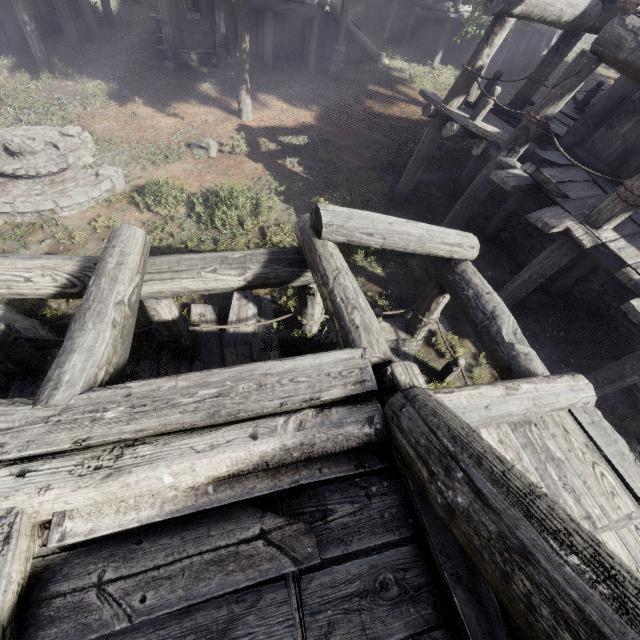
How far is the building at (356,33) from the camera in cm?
1772

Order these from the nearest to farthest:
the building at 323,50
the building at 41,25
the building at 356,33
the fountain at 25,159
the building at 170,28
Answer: the fountain at 25,159 → the building at 41,25 → the building at 170,28 → the building at 323,50 → the building at 356,33

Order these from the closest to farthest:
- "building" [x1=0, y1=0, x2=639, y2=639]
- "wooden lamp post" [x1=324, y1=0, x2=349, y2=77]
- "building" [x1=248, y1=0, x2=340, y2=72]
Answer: "building" [x1=0, y1=0, x2=639, y2=639] < "building" [x1=248, y1=0, x2=340, y2=72] < "wooden lamp post" [x1=324, y1=0, x2=349, y2=77]

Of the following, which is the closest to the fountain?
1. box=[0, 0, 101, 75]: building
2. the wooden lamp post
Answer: box=[0, 0, 101, 75]: building

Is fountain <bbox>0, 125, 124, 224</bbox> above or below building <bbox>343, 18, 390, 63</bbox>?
below

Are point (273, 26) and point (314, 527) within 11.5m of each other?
no

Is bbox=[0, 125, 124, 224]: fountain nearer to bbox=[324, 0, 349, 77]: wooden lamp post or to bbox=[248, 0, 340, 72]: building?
bbox=[248, 0, 340, 72]: building

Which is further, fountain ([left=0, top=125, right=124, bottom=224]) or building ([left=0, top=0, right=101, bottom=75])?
building ([left=0, top=0, right=101, bottom=75])
